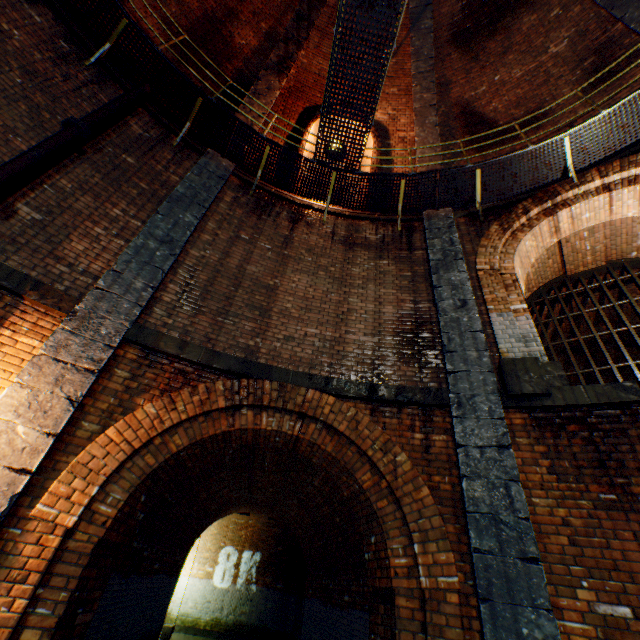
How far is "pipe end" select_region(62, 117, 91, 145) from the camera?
5.02m

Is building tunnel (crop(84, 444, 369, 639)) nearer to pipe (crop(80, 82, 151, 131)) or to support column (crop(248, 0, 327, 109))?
pipe (crop(80, 82, 151, 131))

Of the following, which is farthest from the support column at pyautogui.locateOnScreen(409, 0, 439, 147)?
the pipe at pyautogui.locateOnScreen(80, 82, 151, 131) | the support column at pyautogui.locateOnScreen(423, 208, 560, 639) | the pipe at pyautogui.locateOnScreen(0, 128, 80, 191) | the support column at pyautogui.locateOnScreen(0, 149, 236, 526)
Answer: the pipe at pyautogui.locateOnScreen(0, 128, 80, 191)

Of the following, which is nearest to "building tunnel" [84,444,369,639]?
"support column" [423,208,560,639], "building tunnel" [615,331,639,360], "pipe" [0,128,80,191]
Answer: "support column" [423,208,560,639]

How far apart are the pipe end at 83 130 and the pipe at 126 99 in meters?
0.0 m

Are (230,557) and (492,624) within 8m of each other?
no

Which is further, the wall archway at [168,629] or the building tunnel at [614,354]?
the wall archway at [168,629]

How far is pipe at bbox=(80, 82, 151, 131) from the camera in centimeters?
536cm
